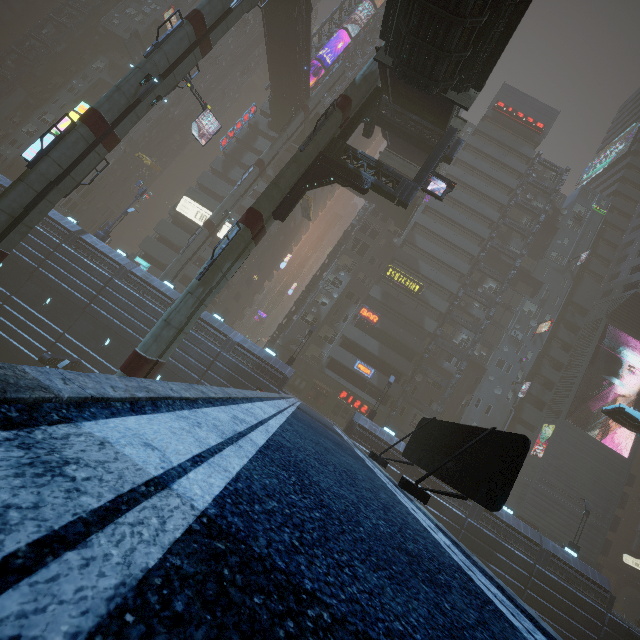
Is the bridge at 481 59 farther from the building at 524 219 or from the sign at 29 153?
the sign at 29 153

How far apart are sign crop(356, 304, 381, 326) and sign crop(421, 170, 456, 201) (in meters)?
20.16

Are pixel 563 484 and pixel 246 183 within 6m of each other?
no

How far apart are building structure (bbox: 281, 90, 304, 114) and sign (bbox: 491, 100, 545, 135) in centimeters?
2774cm

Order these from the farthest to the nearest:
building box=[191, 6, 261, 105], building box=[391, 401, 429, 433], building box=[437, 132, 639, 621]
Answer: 1. building box=[191, 6, 261, 105]
2. building box=[391, 401, 429, 433]
3. building box=[437, 132, 639, 621]

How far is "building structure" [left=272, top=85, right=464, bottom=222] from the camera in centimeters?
1838cm

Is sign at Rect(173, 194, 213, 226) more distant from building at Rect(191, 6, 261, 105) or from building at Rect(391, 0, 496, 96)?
building at Rect(391, 0, 496, 96)

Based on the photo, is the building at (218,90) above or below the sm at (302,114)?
above
